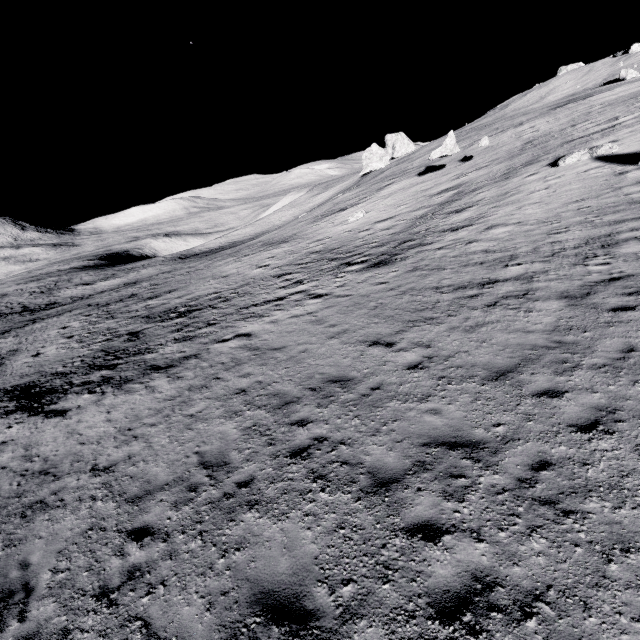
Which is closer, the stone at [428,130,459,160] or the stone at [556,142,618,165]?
the stone at [556,142,618,165]

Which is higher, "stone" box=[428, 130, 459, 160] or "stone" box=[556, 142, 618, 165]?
"stone" box=[428, 130, 459, 160]

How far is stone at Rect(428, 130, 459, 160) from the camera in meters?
29.3 m

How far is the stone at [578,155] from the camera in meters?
19.5 m

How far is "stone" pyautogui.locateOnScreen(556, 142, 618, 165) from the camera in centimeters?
1951cm

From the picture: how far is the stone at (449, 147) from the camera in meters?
29.3

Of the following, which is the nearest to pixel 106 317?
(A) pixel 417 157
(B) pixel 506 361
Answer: (B) pixel 506 361
